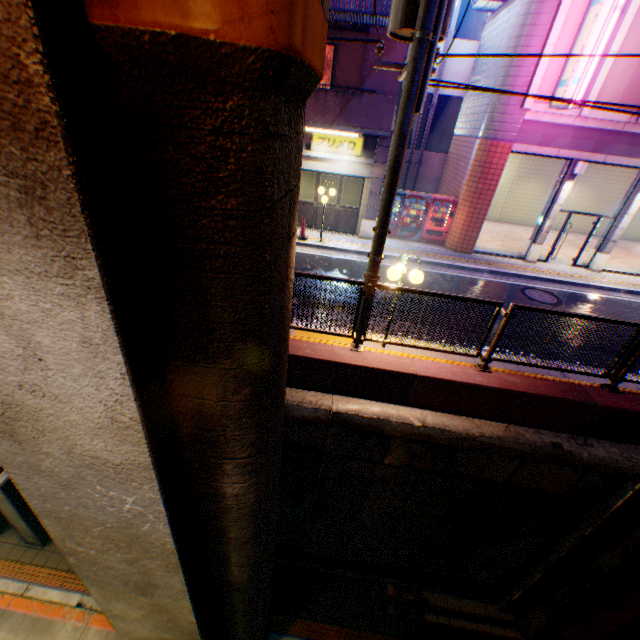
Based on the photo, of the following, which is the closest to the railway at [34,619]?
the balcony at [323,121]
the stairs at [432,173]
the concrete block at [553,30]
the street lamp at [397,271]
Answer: the street lamp at [397,271]

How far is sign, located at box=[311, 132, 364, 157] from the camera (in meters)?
12.93

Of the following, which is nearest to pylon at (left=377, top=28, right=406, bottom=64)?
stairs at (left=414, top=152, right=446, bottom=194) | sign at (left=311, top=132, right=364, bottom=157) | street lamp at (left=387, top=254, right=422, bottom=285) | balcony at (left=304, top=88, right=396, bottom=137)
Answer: balcony at (left=304, top=88, right=396, bottom=137)

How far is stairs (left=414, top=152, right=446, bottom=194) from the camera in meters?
17.2

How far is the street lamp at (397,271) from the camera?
6.38m

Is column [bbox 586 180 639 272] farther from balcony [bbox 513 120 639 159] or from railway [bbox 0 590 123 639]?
railway [bbox 0 590 123 639]

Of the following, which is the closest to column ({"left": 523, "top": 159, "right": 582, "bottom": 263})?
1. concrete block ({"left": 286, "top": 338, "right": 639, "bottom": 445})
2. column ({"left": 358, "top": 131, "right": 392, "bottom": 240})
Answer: column ({"left": 358, "top": 131, "right": 392, "bottom": 240})

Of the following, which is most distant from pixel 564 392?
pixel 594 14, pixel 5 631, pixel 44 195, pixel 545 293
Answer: pixel 5 631
